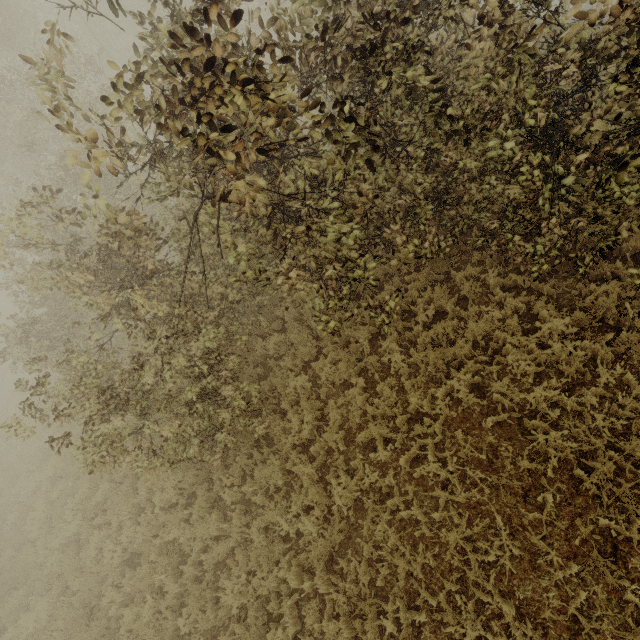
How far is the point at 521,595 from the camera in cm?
459
